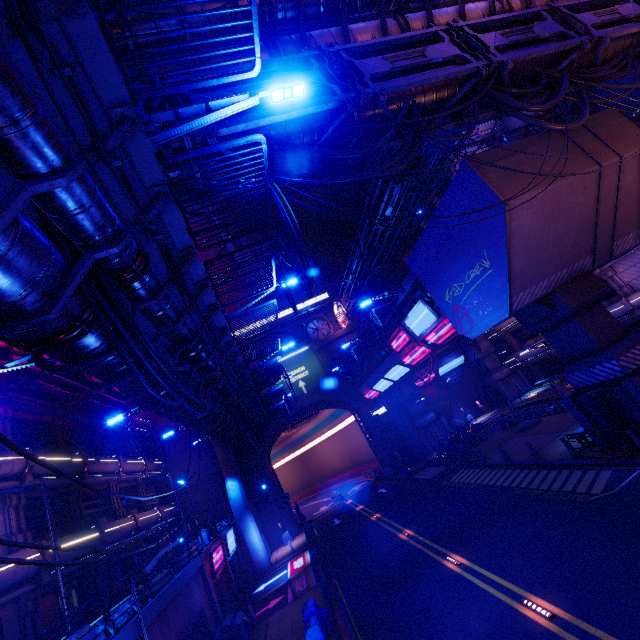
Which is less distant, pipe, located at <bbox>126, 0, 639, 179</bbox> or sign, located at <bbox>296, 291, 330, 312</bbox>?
pipe, located at <bbox>126, 0, 639, 179</bbox>

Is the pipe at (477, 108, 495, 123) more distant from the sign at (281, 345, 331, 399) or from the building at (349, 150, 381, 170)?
the sign at (281, 345, 331, 399)

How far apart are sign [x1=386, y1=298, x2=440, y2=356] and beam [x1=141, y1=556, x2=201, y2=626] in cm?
1857

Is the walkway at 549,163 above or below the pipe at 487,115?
below

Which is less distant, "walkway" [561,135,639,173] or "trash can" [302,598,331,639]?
"trash can" [302,598,331,639]

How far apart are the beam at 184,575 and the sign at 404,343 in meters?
18.6 m

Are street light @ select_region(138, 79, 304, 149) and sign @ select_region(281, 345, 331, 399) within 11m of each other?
no

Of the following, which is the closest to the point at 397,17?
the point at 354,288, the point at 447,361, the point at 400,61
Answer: the point at 400,61
